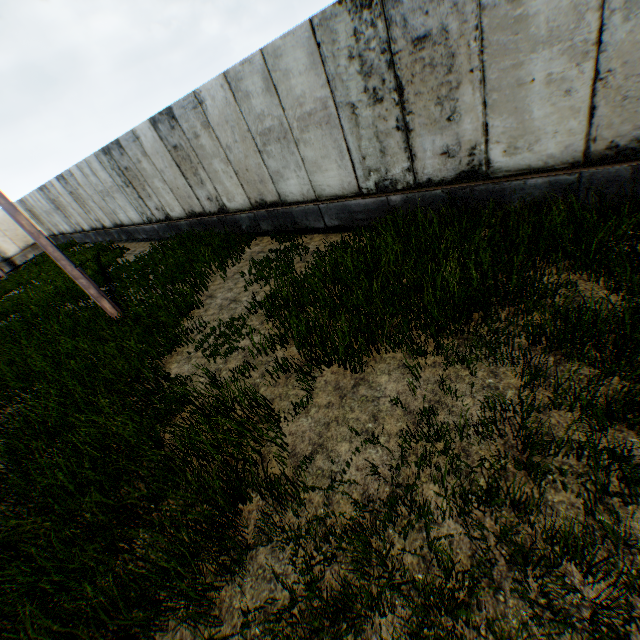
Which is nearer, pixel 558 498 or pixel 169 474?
pixel 558 498
